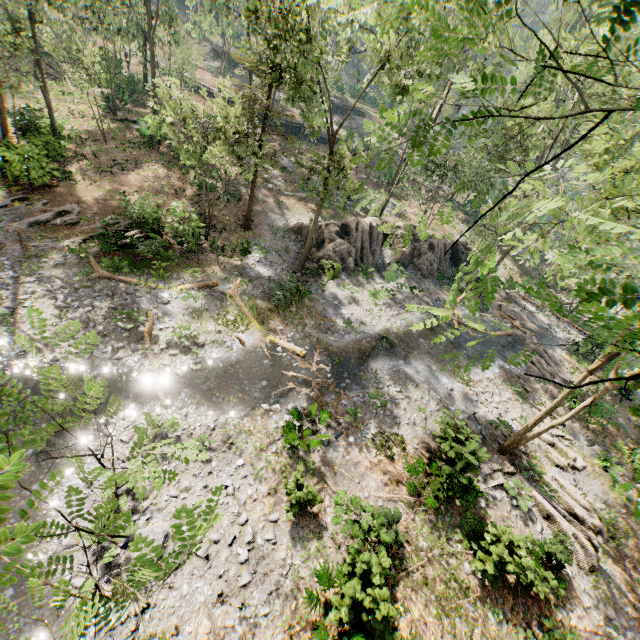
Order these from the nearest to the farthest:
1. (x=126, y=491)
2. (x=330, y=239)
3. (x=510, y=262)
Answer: (x=126, y=491), (x=330, y=239), (x=510, y=262)

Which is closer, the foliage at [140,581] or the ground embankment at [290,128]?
the foliage at [140,581]

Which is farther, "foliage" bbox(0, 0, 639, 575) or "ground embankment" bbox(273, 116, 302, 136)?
"ground embankment" bbox(273, 116, 302, 136)

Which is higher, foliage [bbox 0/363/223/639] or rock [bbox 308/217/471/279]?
foliage [bbox 0/363/223/639]

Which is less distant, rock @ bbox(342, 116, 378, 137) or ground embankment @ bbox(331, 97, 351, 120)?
rock @ bbox(342, 116, 378, 137)

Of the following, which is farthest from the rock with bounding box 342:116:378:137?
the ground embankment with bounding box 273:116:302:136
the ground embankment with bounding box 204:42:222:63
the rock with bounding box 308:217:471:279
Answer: the rock with bounding box 308:217:471:279

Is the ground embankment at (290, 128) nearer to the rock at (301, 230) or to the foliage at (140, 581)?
the foliage at (140, 581)

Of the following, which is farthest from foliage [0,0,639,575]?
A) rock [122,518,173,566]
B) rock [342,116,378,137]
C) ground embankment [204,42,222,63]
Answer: rock [122,518,173,566]
